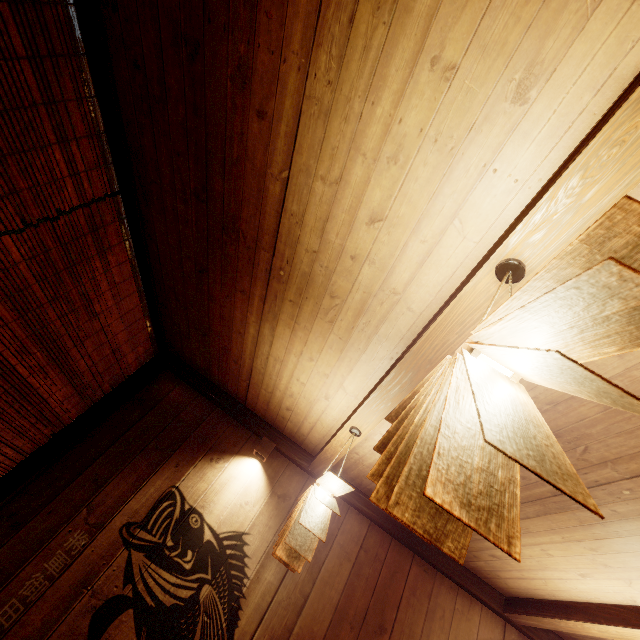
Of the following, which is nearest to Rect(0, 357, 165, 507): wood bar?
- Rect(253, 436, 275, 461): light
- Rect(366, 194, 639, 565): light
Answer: Rect(253, 436, 275, 461): light

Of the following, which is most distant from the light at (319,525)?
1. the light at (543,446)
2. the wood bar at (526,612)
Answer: the wood bar at (526,612)

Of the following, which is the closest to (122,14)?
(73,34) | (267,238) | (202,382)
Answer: (73,34)

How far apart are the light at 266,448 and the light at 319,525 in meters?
1.6 m

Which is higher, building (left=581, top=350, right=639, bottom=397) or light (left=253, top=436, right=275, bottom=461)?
building (left=581, top=350, right=639, bottom=397)

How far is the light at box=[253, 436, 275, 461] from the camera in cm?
530

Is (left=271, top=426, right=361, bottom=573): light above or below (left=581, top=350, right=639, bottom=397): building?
below

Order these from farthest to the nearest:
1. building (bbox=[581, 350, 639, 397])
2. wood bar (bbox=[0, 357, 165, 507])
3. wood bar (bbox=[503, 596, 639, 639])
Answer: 1. wood bar (bbox=[0, 357, 165, 507])
2. wood bar (bbox=[503, 596, 639, 639])
3. building (bbox=[581, 350, 639, 397])
